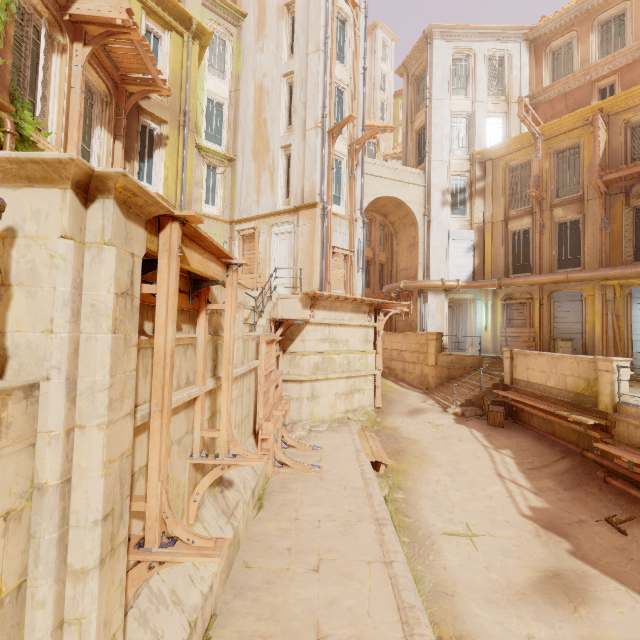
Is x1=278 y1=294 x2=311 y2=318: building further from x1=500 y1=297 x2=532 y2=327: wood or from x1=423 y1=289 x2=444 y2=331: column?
x1=500 y1=297 x2=532 y2=327: wood

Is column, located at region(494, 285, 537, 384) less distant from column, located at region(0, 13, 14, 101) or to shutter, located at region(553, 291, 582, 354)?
shutter, located at region(553, 291, 582, 354)

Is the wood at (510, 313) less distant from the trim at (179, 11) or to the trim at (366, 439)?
the trim at (366, 439)

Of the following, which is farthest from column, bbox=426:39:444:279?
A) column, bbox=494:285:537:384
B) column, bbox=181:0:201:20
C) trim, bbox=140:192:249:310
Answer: trim, bbox=140:192:249:310

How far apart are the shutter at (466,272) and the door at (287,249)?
9.7m

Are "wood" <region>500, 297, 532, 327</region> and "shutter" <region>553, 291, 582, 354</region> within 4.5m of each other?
yes

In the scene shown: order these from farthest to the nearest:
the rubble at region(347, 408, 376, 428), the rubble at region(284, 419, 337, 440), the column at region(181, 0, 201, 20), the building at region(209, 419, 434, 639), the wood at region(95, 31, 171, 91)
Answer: the column at region(181, 0, 201, 20) < the rubble at region(347, 408, 376, 428) < the rubble at region(284, 419, 337, 440) < the wood at region(95, 31, 171, 91) < the building at region(209, 419, 434, 639)

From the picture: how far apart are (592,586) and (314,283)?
12.48m
